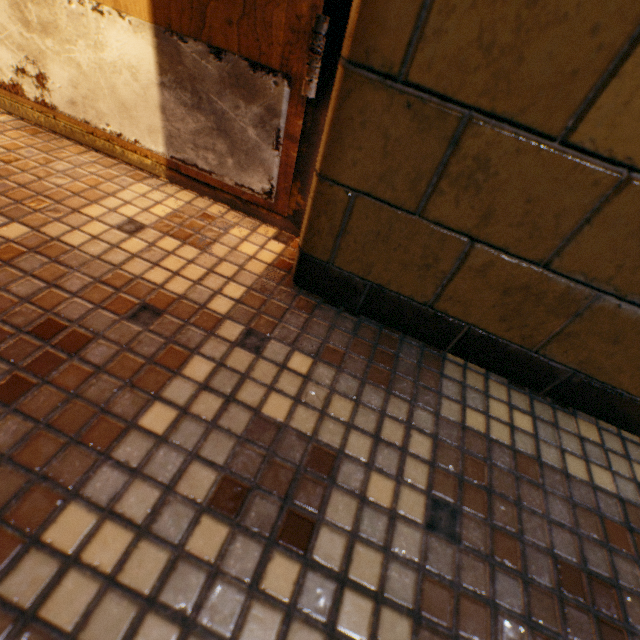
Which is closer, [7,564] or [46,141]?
[7,564]
